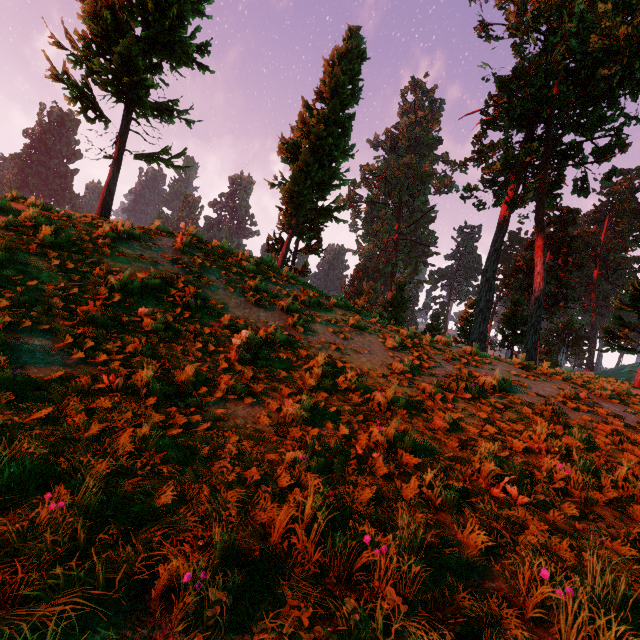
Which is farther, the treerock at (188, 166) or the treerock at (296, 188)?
the treerock at (296, 188)

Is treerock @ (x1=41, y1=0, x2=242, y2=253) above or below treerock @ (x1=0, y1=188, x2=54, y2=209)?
above

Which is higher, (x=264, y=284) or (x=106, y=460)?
(x=264, y=284)

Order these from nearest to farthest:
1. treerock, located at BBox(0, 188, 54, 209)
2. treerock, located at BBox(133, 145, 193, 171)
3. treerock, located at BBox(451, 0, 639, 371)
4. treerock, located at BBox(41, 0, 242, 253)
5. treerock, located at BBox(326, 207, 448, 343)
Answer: treerock, located at BBox(0, 188, 54, 209) → treerock, located at BBox(41, 0, 242, 253) → treerock, located at BBox(133, 145, 193, 171) → treerock, located at BBox(326, 207, 448, 343) → treerock, located at BBox(451, 0, 639, 371)

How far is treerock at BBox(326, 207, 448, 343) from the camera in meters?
15.0

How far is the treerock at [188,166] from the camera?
12.92m

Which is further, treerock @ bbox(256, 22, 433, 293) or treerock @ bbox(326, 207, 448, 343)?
treerock @ bbox(256, 22, 433, 293)
